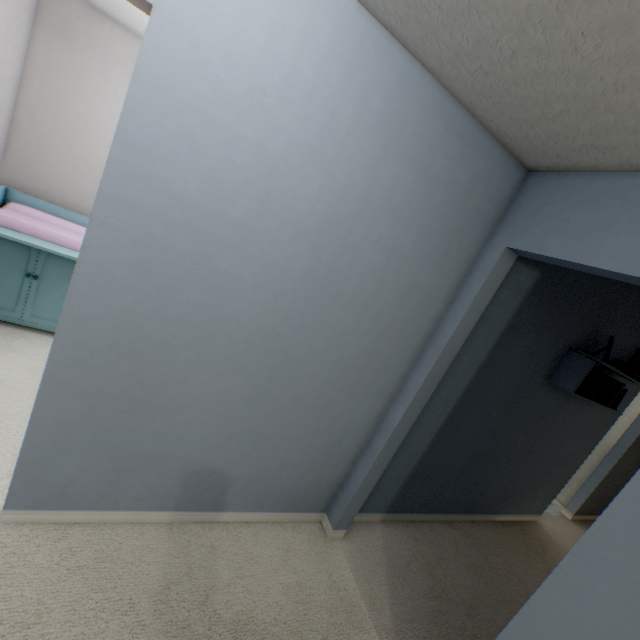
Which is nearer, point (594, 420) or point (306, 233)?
point (306, 233)

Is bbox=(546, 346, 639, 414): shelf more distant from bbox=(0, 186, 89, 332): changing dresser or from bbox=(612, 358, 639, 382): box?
bbox=(0, 186, 89, 332): changing dresser

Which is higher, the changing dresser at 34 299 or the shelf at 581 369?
the shelf at 581 369

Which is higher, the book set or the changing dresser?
the book set

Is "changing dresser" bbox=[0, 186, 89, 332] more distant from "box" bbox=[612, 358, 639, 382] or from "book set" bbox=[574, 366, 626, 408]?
"box" bbox=[612, 358, 639, 382]

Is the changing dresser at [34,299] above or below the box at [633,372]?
below

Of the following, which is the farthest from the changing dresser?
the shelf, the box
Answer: the box

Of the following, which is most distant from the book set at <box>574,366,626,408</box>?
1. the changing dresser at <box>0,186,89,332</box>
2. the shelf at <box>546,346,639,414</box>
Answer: the changing dresser at <box>0,186,89,332</box>
